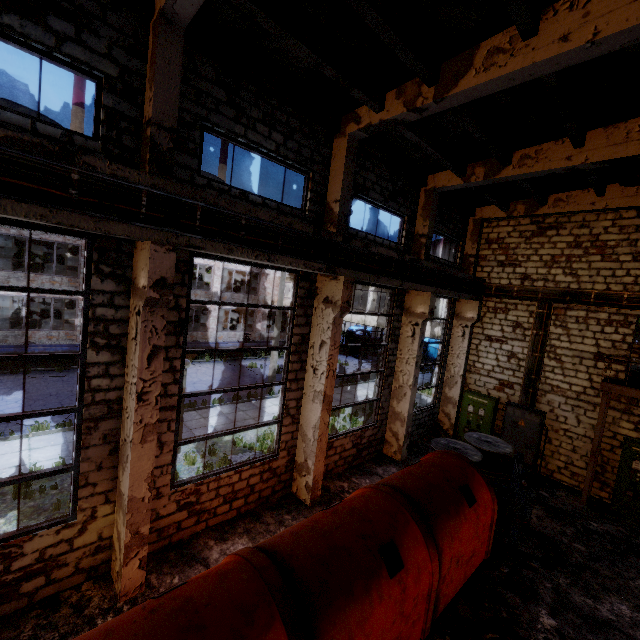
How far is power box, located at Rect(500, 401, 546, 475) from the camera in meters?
12.3 m

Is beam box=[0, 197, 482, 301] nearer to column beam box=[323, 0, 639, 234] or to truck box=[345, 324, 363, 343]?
column beam box=[323, 0, 639, 234]

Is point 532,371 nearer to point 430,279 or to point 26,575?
point 430,279

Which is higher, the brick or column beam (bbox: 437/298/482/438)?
column beam (bbox: 437/298/482/438)

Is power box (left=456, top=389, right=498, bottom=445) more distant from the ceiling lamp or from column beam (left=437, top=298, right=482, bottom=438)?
the ceiling lamp

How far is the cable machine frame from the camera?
7.96m

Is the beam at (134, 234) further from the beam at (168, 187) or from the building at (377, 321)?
the building at (377, 321)

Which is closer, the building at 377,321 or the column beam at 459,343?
the column beam at 459,343
